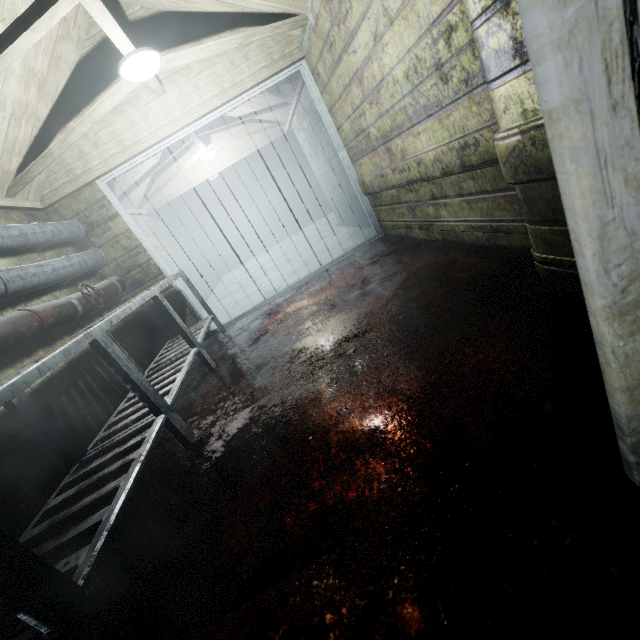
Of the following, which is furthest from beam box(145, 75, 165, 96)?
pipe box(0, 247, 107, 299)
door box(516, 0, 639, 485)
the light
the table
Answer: door box(516, 0, 639, 485)

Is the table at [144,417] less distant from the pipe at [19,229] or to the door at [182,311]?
the door at [182,311]

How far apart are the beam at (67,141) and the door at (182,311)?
0.4 meters

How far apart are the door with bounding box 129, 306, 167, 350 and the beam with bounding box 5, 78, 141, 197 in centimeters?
43cm

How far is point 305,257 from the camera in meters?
5.4

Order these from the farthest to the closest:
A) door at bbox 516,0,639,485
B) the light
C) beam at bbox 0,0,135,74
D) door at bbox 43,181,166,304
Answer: door at bbox 43,181,166,304 < the light < beam at bbox 0,0,135,74 < door at bbox 516,0,639,485

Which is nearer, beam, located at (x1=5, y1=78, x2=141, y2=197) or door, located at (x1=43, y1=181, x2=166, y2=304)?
beam, located at (x1=5, y1=78, x2=141, y2=197)
